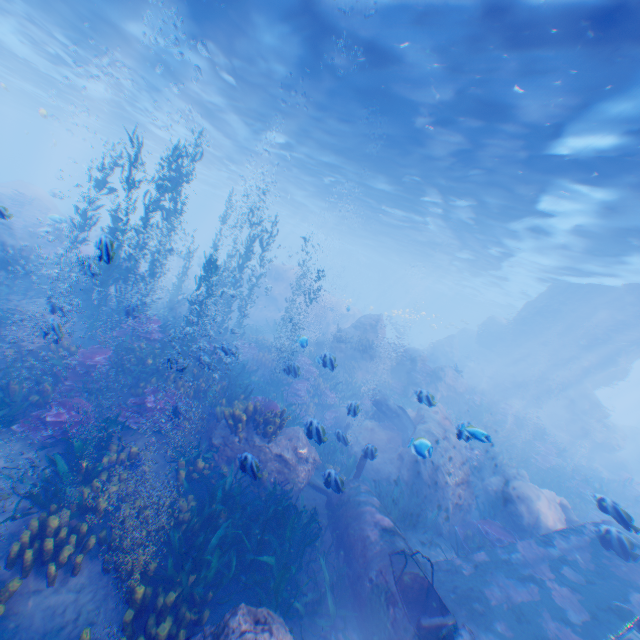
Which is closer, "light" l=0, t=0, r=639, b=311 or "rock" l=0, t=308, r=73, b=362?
"rock" l=0, t=308, r=73, b=362

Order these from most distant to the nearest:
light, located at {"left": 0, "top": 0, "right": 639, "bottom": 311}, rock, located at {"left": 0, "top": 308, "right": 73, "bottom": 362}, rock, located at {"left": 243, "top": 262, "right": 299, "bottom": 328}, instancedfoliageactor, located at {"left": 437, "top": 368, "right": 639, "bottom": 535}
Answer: rock, located at {"left": 243, "top": 262, "right": 299, "bottom": 328}, instancedfoliageactor, located at {"left": 437, "top": 368, "right": 639, "bottom": 535}, light, located at {"left": 0, "top": 0, "right": 639, "bottom": 311}, rock, located at {"left": 0, "top": 308, "right": 73, "bottom": 362}

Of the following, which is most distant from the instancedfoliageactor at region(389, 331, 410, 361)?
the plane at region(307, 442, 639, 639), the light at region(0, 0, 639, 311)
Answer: the light at region(0, 0, 639, 311)

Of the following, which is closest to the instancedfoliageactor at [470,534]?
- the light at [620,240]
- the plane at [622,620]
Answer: A: the plane at [622,620]

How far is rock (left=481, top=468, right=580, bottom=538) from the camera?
9.29m

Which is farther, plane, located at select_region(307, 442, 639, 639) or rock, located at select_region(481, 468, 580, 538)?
rock, located at select_region(481, 468, 580, 538)

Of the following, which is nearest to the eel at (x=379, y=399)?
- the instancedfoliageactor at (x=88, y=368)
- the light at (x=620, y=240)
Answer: the instancedfoliageactor at (x=88, y=368)

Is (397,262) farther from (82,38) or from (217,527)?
(217,527)
